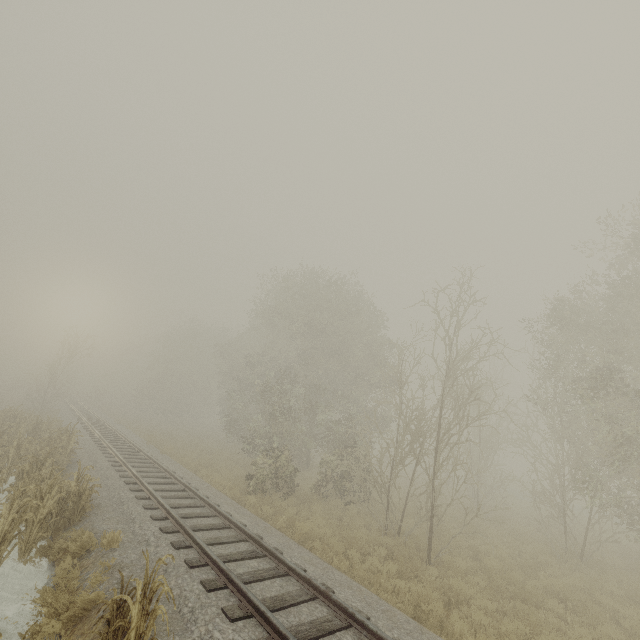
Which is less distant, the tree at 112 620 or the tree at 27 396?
the tree at 112 620

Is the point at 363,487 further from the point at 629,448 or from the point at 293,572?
the point at 629,448

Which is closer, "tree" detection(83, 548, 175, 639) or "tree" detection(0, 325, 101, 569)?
"tree" detection(83, 548, 175, 639)
